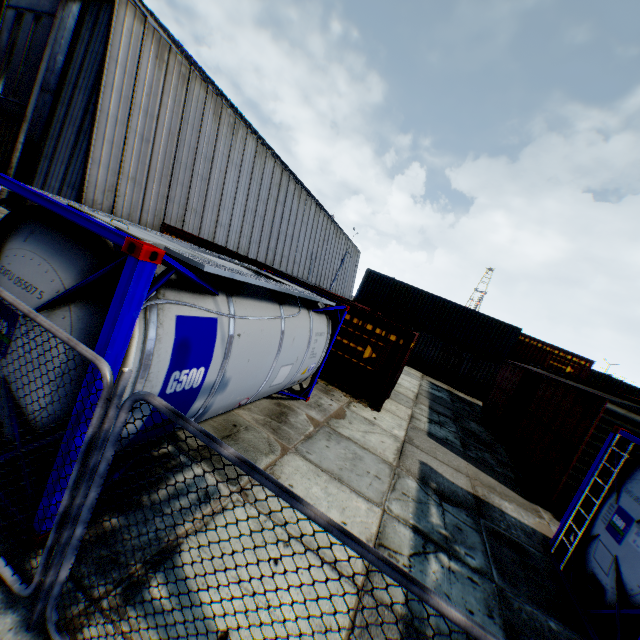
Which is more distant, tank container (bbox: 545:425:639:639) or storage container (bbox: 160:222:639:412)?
storage container (bbox: 160:222:639:412)

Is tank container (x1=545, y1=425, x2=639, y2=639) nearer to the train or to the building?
the train

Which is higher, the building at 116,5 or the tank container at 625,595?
the building at 116,5

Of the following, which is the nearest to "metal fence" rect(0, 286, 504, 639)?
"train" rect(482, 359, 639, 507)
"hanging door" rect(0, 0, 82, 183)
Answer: "hanging door" rect(0, 0, 82, 183)

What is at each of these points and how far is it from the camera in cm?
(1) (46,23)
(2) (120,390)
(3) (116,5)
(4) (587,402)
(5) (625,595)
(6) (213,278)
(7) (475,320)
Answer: (1) hanging door, 1564
(2) metal fence, 223
(3) building, 1373
(4) train, 932
(5) tank container, 482
(6) tank container, 449
(7) storage container, 2381

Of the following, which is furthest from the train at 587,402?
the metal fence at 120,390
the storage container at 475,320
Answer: the metal fence at 120,390

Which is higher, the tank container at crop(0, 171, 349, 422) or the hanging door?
the hanging door

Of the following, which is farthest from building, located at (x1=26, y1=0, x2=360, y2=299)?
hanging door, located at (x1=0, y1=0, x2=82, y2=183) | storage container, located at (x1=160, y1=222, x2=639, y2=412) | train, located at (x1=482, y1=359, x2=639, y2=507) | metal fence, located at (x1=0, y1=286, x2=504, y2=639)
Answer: train, located at (x1=482, y1=359, x2=639, y2=507)
